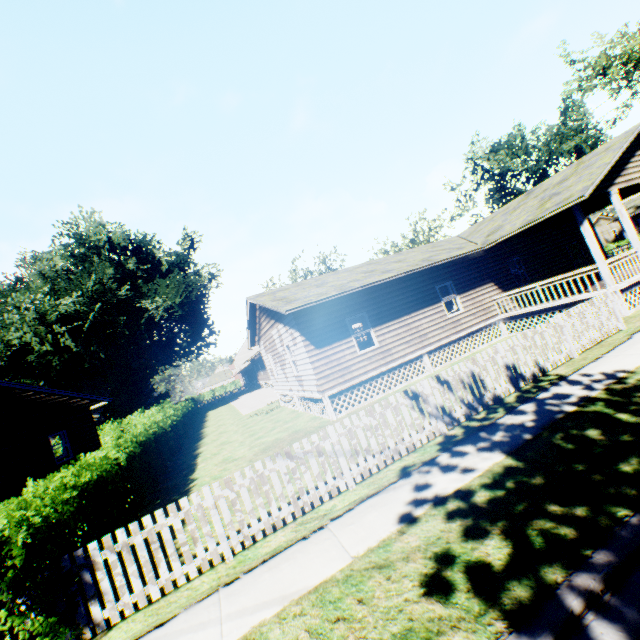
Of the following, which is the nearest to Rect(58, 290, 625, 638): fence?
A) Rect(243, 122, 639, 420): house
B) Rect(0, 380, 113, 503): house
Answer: Rect(243, 122, 639, 420): house

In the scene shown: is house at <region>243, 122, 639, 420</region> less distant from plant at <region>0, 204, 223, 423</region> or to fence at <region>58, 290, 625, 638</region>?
fence at <region>58, 290, 625, 638</region>

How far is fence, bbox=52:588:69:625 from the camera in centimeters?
471cm

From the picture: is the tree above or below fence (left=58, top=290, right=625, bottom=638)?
above

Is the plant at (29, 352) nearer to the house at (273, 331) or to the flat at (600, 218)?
the house at (273, 331)

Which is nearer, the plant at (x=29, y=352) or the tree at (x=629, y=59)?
the tree at (x=629, y=59)

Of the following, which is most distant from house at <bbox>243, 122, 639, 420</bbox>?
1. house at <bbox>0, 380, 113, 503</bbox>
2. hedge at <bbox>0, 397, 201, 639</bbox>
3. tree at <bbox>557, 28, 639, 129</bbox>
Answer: tree at <bbox>557, 28, 639, 129</bbox>

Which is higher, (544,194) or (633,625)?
(544,194)
